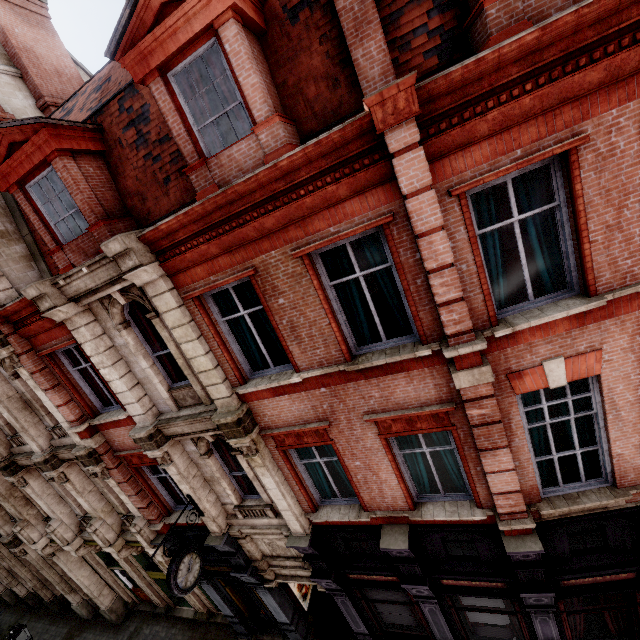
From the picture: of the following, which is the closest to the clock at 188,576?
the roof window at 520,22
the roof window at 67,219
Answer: the roof window at 67,219

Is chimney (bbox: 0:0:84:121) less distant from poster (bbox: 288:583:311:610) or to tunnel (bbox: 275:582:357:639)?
tunnel (bbox: 275:582:357:639)

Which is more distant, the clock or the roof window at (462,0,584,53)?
the clock

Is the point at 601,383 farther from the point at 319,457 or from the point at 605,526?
the point at 319,457

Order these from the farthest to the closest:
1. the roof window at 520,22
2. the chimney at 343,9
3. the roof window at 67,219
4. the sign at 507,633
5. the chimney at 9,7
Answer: the chimney at 9,7, the sign at 507,633, the roof window at 67,219, the chimney at 343,9, the roof window at 520,22

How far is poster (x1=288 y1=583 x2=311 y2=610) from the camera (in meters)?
11.45

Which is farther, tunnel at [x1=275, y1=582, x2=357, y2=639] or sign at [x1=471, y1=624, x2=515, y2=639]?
tunnel at [x1=275, y1=582, x2=357, y2=639]
